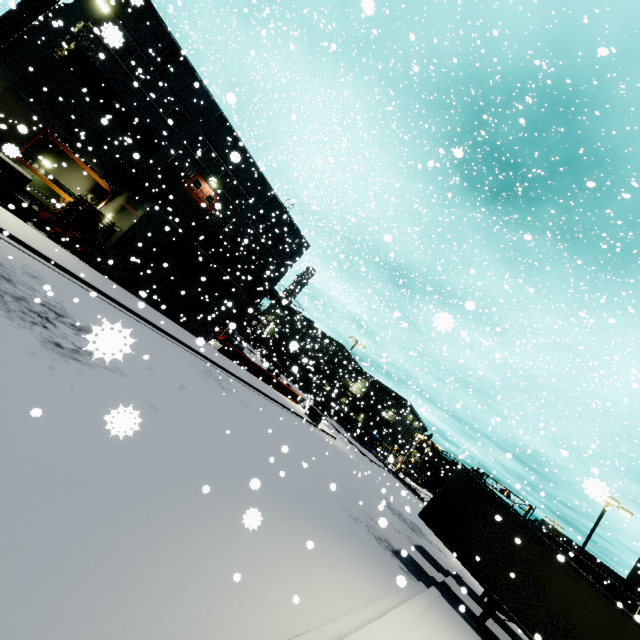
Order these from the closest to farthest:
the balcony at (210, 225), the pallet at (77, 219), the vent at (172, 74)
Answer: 1. the pallet at (77, 219)
2. the vent at (172, 74)
3. the balcony at (210, 225)

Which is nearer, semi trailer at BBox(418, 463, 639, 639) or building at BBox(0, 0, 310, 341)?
semi trailer at BBox(418, 463, 639, 639)

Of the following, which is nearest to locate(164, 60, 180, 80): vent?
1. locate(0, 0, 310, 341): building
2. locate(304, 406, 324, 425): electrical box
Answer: locate(0, 0, 310, 341): building

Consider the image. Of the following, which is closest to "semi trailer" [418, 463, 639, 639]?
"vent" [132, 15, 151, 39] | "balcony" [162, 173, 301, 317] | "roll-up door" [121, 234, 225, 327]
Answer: "balcony" [162, 173, 301, 317]

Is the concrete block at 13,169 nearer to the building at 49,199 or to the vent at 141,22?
the building at 49,199

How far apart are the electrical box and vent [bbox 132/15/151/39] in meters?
31.4

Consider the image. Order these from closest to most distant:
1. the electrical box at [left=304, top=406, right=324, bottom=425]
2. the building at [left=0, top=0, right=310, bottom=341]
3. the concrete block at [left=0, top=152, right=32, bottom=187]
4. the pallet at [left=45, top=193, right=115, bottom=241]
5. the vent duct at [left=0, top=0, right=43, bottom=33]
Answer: the concrete block at [left=0, top=152, right=32, bottom=187] < the pallet at [left=45, top=193, right=115, bottom=241] < the building at [left=0, top=0, right=310, bottom=341] < the vent duct at [left=0, top=0, right=43, bottom=33] < the electrical box at [left=304, top=406, right=324, bottom=425]

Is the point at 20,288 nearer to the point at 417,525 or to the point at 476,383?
the point at 417,525
